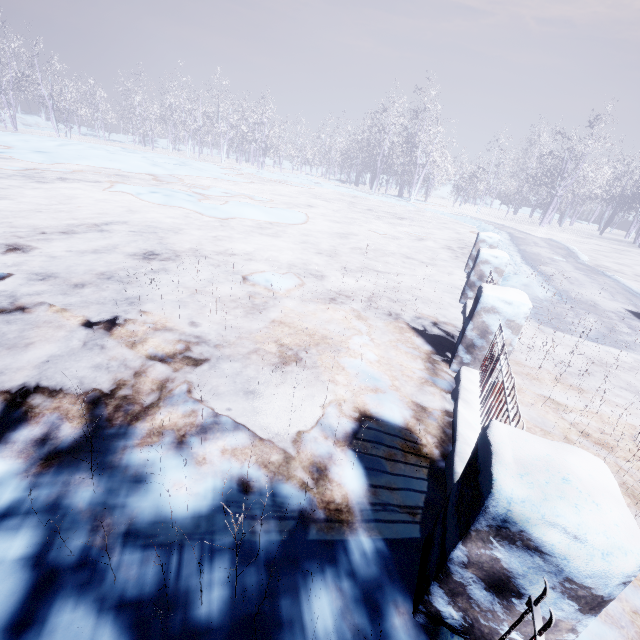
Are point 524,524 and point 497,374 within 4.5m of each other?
yes
